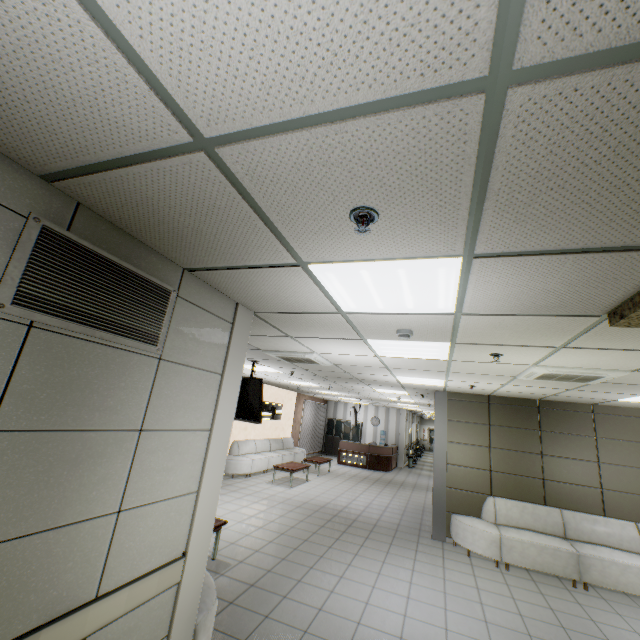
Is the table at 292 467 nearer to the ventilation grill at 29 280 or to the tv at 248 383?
the tv at 248 383

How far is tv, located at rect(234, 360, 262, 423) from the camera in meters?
6.1

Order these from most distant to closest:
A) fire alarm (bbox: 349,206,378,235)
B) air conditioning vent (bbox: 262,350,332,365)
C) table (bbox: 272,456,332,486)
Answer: table (bbox: 272,456,332,486)
air conditioning vent (bbox: 262,350,332,365)
fire alarm (bbox: 349,206,378,235)

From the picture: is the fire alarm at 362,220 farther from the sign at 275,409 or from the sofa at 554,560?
the sign at 275,409

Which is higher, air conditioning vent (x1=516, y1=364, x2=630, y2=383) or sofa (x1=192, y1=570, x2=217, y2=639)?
A: air conditioning vent (x1=516, y1=364, x2=630, y2=383)

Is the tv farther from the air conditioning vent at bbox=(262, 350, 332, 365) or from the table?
the table

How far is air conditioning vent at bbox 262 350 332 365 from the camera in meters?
5.3 m

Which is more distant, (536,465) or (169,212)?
(536,465)
